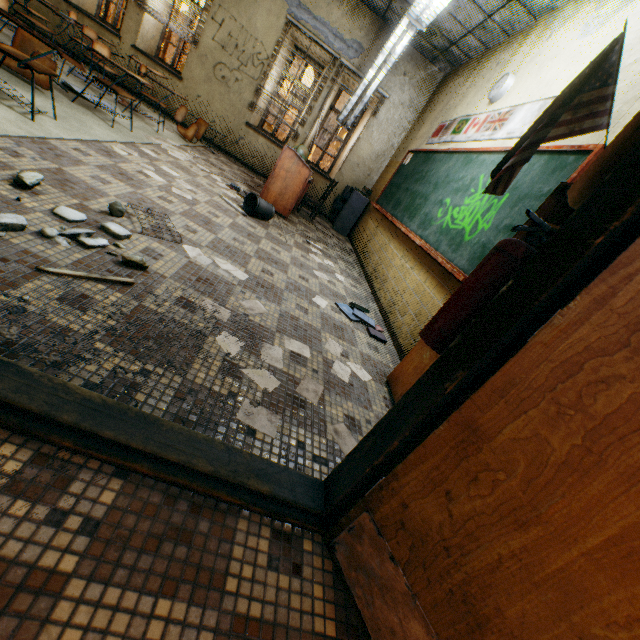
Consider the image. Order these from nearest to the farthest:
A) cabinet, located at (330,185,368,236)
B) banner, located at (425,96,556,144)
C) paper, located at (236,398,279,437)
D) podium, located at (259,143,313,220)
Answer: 1. paper, located at (236,398,279,437)
2. banner, located at (425,96,556,144)
3. podium, located at (259,143,313,220)
4. cabinet, located at (330,185,368,236)

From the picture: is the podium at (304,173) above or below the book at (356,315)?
above

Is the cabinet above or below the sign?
below

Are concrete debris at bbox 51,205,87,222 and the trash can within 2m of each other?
no

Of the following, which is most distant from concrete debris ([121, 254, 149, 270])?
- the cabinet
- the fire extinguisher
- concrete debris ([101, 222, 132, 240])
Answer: the cabinet

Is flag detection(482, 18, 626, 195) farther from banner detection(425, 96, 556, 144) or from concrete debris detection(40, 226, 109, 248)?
concrete debris detection(40, 226, 109, 248)

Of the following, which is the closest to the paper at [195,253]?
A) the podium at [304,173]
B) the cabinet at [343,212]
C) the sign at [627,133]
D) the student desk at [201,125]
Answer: the sign at [627,133]

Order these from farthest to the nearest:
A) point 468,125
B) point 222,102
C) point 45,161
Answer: point 222,102 < point 468,125 < point 45,161
